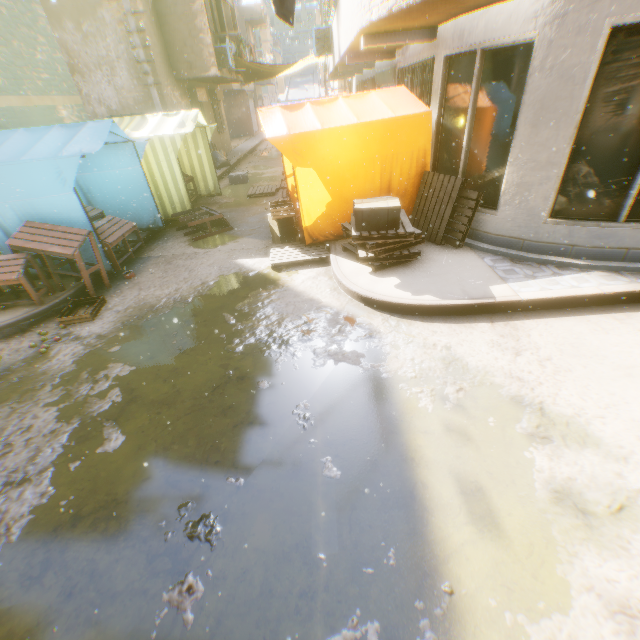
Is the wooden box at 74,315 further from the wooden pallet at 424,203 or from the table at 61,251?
the wooden pallet at 424,203

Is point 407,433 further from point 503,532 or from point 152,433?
point 152,433

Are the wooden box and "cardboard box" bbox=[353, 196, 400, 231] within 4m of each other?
no

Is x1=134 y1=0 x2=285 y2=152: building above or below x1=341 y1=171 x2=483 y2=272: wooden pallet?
above

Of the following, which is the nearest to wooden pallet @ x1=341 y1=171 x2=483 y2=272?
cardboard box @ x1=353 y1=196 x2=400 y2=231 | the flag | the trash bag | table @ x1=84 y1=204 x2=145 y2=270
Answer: cardboard box @ x1=353 y1=196 x2=400 y2=231

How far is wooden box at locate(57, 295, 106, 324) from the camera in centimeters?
530cm

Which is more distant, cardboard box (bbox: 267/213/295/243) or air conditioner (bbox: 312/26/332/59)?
air conditioner (bbox: 312/26/332/59)

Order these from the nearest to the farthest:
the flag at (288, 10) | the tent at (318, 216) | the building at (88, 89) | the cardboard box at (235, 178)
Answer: the flag at (288, 10)
the tent at (318, 216)
the building at (88, 89)
the cardboard box at (235, 178)
